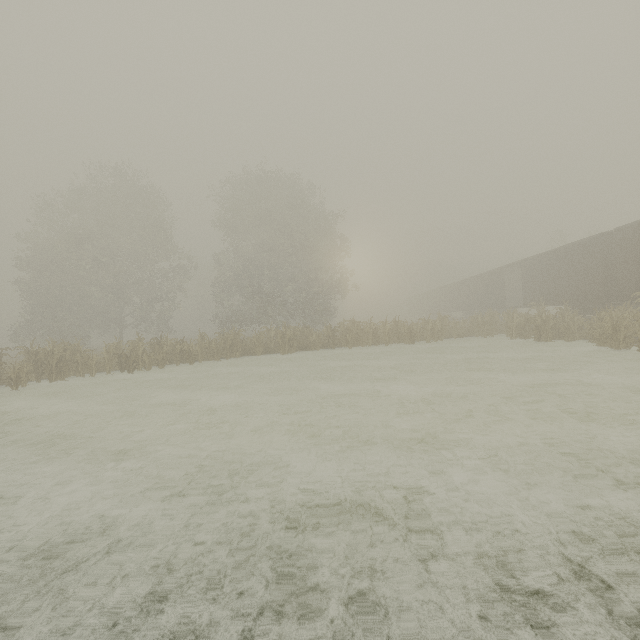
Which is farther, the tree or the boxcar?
the tree

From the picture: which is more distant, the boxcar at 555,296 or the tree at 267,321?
the tree at 267,321

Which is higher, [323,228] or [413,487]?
[323,228]
